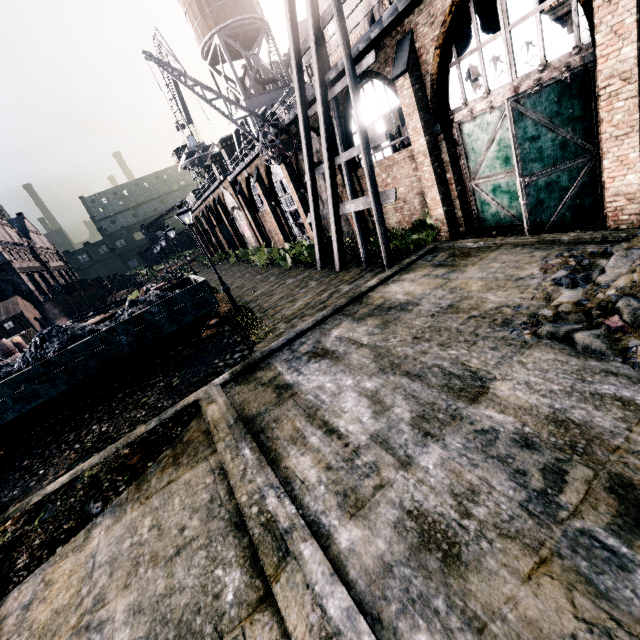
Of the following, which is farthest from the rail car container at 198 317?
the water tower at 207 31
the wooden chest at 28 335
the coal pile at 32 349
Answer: the water tower at 207 31

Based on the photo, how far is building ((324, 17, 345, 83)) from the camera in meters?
13.5 m

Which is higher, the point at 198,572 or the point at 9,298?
the point at 9,298

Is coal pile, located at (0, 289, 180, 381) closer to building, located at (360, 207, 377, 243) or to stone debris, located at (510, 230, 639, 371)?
building, located at (360, 207, 377, 243)

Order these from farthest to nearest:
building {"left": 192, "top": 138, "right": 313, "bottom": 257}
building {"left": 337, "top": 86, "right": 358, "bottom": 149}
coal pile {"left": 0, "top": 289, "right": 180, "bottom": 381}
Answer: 1. building {"left": 192, "top": 138, "right": 313, "bottom": 257}
2. building {"left": 337, "top": 86, "right": 358, "bottom": 149}
3. coal pile {"left": 0, "top": 289, "right": 180, "bottom": 381}

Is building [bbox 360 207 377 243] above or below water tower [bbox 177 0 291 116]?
below

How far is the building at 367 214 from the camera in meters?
18.1
